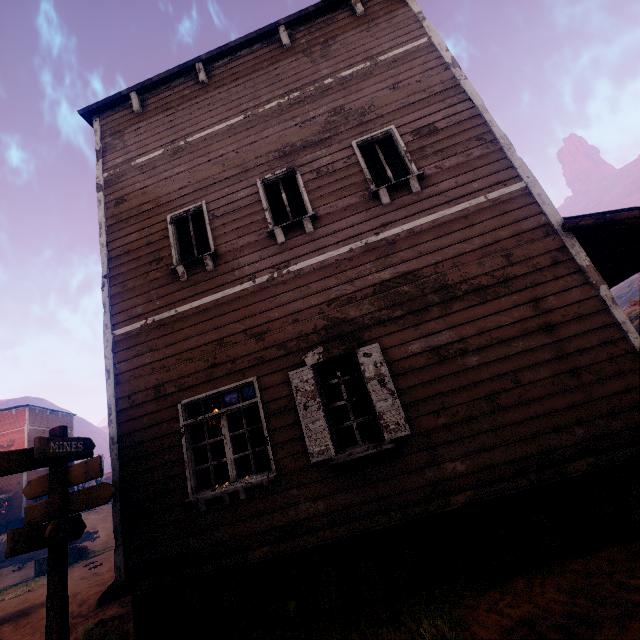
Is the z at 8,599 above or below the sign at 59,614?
below

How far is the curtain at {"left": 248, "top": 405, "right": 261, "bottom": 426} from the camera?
5.2 meters

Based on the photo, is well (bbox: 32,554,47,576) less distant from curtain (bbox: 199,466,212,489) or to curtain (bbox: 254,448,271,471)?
curtain (bbox: 254,448,271,471)

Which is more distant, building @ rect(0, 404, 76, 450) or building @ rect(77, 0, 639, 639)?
building @ rect(0, 404, 76, 450)

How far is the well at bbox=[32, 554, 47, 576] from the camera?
15.6 meters

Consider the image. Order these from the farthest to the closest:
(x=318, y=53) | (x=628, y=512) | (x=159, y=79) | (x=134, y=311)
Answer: (x=159, y=79) → (x=318, y=53) → (x=134, y=311) → (x=628, y=512)

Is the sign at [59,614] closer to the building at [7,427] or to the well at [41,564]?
the building at [7,427]
